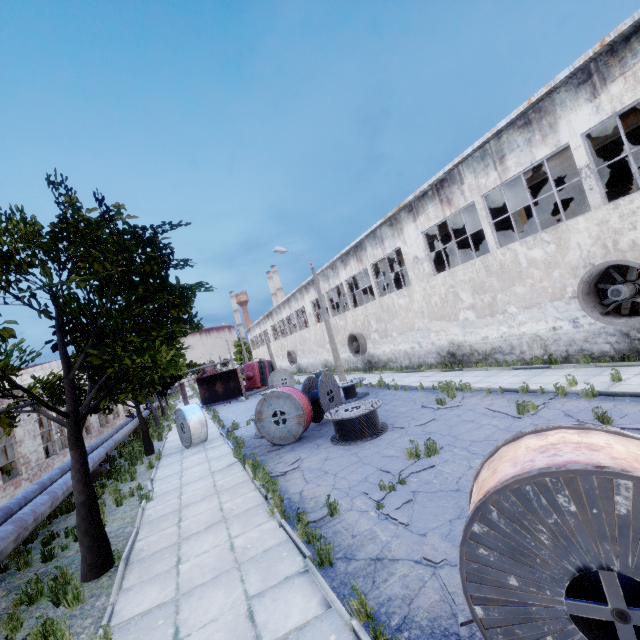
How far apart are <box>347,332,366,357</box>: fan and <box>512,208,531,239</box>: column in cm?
1243

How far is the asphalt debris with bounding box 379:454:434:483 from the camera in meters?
7.3

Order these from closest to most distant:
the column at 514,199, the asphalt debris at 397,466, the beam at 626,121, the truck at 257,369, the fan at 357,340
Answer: the asphalt debris at 397,466
the beam at 626,121
the column at 514,199
the fan at 357,340
the truck at 257,369

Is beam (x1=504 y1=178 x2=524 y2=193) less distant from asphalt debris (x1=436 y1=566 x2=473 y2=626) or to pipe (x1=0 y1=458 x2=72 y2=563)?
asphalt debris (x1=436 y1=566 x2=473 y2=626)

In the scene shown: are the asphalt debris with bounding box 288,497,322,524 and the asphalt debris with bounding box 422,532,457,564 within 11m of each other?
yes

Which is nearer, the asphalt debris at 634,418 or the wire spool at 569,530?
the wire spool at 569,530

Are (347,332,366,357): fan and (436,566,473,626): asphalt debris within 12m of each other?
no

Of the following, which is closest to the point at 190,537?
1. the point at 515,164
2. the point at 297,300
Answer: the point at 515,164
